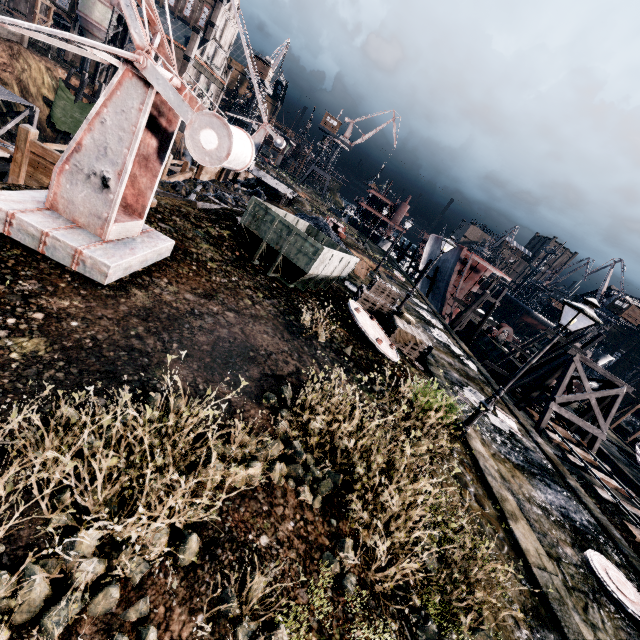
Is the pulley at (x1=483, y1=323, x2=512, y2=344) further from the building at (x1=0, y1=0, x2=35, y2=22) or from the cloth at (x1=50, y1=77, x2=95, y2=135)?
the building at (x1=0, y1=0, x2=35, y2=22)

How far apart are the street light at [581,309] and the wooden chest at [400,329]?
4.40m

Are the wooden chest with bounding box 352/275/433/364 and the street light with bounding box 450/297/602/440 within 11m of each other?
yes

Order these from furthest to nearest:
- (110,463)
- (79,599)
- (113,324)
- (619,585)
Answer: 1. (619,585)
2. (113,324)
3. (110,463)
4. (79,599)

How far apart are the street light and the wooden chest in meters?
4.4

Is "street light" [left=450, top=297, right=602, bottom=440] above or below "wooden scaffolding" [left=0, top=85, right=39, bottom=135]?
above

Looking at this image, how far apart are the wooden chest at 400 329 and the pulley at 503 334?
30.8 meters

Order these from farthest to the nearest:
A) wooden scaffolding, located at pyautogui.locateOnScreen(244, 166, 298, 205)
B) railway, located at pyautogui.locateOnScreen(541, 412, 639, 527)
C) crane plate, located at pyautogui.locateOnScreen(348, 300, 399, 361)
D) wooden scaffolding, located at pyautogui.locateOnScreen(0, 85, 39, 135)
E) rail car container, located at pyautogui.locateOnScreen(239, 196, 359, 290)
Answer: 1. wooden scaffolding, located at pyautogui.locateOnScreen(244, 166, 298, 205)
2. wooden scaffolding, located at pyautogui.locateOnScreen(0, 85, 39, 135)
3. railway, located at pyautogui.locateOnScreen(541, 412, 639, 527)
4. crane plate, located at pyautogui.locateOnScreen(348, 300, 399, 361)
5. rail car container, located at pyautogui.locateOnScreen(239, 196, 359, 290)
